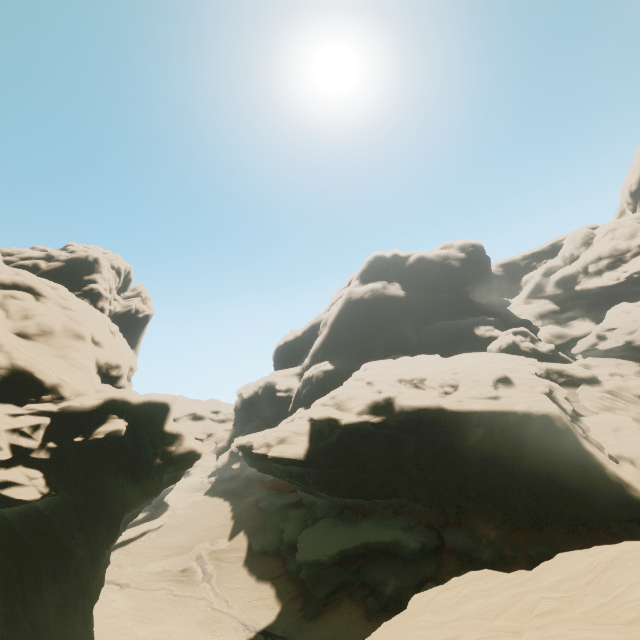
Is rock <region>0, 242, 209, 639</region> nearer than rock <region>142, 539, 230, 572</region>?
Yes

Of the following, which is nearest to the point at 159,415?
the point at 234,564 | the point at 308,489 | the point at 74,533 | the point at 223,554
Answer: the point at 74,533

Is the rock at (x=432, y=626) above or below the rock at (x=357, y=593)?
above

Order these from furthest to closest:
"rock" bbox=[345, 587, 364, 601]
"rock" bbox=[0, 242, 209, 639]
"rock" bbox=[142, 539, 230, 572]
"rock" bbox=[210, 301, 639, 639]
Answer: "rock" bbox=[142, 539, 230, 572] → "rock" bbox=[345, 587, 364, 601] → "rock" bbox=[0, 242, 209, 639] → "rock" bbox=[210, 301, 639, 639]

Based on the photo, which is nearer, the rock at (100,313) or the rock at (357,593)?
the rock at (100,313)

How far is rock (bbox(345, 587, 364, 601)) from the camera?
29.5m
